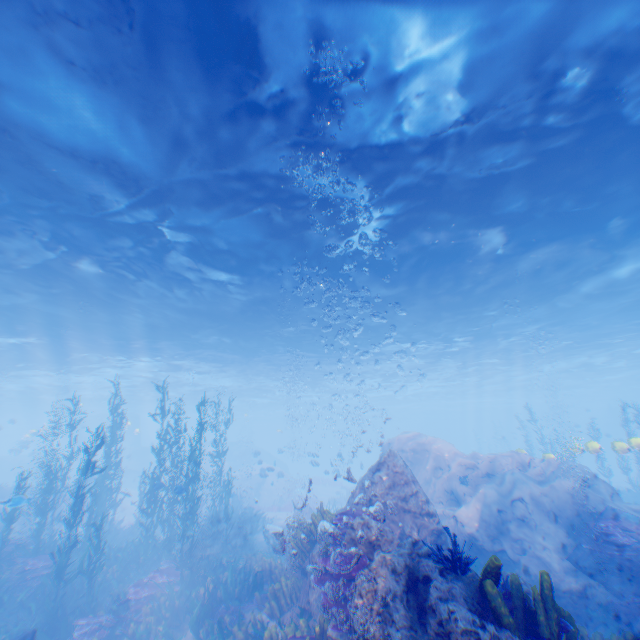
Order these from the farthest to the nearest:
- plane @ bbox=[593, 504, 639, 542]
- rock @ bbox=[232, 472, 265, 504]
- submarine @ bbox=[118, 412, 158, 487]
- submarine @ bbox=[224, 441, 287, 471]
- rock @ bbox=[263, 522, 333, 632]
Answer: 1. submarine @ bbox=[224, 441, 287, 471]
2. submarine @ bbox=[118, 412, 158, 487]
3. rock @ bbox=[232, 472, 265, 504]
4. plane @ bbox=[593, 504, 639, 542]
5. rock @ bbox=[263, 522, 333, 632]

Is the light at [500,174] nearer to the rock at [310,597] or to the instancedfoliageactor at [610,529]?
the rock at [310,597]

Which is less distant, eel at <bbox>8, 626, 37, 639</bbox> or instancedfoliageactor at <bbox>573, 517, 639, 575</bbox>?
eel at <bbox>8, 626, 37, 639</bbox>

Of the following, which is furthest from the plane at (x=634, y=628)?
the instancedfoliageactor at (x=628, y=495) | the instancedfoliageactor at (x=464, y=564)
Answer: the instancedfoliageactor at (x=464, y=564)

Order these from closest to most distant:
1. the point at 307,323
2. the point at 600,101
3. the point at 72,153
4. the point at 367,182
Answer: the point at 600,101, the point at 72,153, the point at 367,182, the point at 307,323

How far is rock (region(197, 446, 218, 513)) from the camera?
22.6m

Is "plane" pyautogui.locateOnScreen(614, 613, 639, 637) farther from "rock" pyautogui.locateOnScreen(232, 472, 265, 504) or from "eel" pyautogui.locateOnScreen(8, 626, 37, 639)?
"eel" pyautogui.locateOnScreen(8, 626, 37, 639)

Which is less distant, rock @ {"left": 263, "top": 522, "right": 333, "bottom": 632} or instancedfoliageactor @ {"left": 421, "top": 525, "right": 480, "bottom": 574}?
instancedfoliageactor @ {"left": 421, "top": 525, "right": 480, "bottom": 574}
